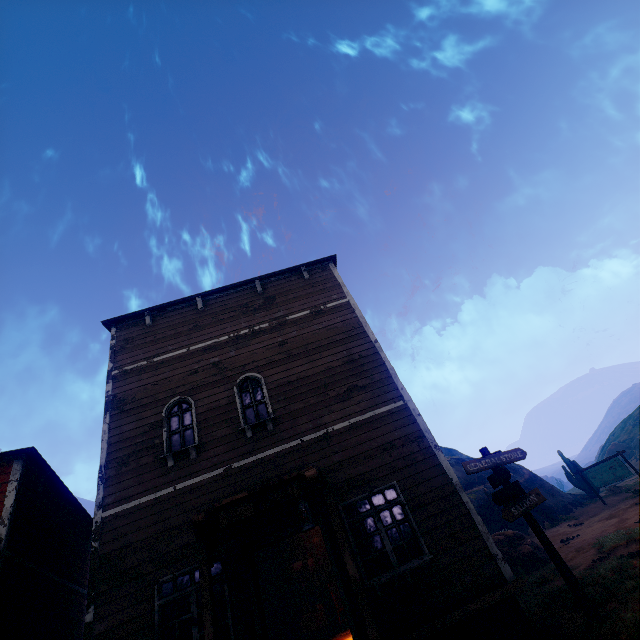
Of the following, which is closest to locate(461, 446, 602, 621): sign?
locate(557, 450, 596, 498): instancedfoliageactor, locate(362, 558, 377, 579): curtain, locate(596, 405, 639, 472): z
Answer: locate(596, 405, 639, 472): z

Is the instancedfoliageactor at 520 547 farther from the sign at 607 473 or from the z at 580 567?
the sign at 607 473

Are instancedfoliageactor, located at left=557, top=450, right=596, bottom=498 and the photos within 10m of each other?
no

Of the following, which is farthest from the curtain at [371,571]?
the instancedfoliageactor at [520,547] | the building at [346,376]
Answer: the instancedfoliageactor at [520,547]

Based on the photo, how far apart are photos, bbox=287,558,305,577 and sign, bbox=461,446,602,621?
7.87m

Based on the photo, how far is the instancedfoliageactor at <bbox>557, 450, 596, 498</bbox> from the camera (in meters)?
27.03

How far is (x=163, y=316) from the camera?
11.1 meters

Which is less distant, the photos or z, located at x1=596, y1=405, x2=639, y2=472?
the photos
